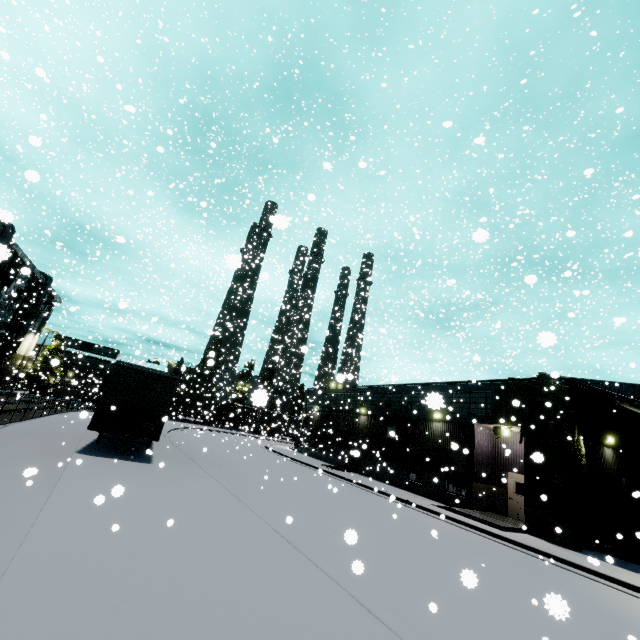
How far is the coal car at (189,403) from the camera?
57.2m

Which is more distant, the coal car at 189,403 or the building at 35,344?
the coal car at 189,403

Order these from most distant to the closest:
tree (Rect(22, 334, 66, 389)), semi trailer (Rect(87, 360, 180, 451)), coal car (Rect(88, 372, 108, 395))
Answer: tree (Rect(22, 334, 66, 389)) < coal car (Rect(88, 372, 108, 395)) < semi trailer (Rect(87, 360, 180, 451))

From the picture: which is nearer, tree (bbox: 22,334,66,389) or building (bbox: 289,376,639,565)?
building (bbox: 289,376,639,565)

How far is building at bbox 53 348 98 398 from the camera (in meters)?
55.36

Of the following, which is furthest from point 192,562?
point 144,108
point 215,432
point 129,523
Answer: point 144,108

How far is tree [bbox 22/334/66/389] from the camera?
28.23m

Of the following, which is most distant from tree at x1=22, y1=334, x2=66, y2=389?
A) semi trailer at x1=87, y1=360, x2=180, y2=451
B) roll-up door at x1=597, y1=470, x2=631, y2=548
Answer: roll-up door at x1=597, y1=470, x2=631, y2=548
